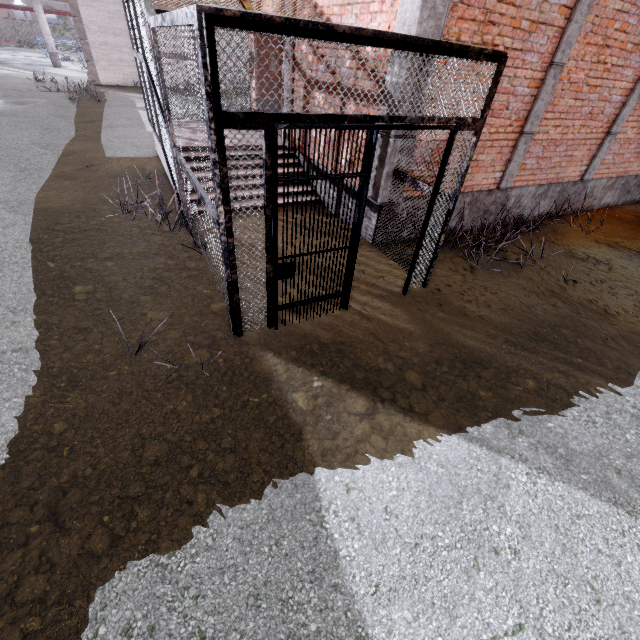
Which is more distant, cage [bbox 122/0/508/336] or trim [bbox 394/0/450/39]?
trim [bbox 394/0/450/39]

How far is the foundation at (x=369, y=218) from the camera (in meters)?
5.69

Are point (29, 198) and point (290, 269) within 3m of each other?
no

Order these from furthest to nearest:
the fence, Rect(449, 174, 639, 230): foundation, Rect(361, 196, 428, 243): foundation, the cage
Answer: the fence → Rect(449, 174, 639, 230): foundation → Rect(361, 196, 428, 243): foundation → the cage

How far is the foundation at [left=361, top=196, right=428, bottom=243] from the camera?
5.69m

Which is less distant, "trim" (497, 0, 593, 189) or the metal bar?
the metal bar

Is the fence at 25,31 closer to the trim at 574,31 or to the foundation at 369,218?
the trim at 574,31

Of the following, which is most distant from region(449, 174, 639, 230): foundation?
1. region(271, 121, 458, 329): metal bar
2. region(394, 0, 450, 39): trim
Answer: region(271, 121, 458, 329): metal bar
